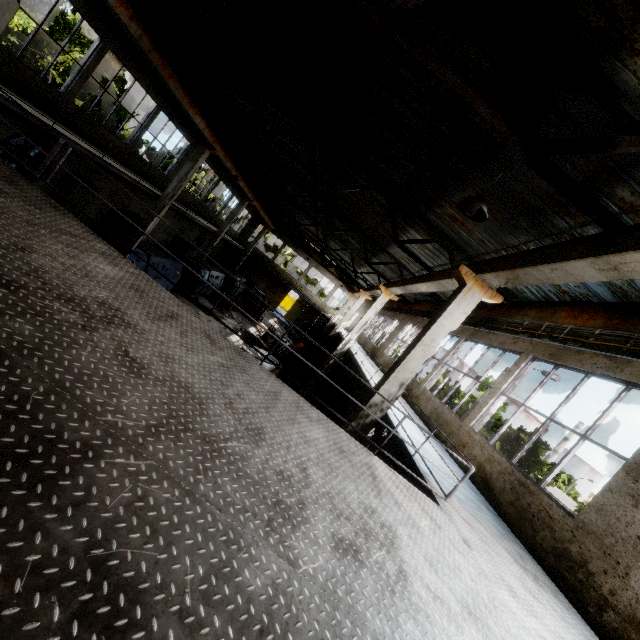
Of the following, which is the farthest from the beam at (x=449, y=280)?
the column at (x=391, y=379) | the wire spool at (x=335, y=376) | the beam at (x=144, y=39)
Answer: the beam at (x=144, y=39)

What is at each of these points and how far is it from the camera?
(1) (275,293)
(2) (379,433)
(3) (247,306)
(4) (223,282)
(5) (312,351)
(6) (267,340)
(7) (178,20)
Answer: (1) door, 39.9m
(2) fan, 13.4m
(3) forklift, 26.9m
(4) cable machine, 29.6m
(5) wire spool, 22.8m
(6) wire spool, 19.5m
(7) roof support, 10.6m

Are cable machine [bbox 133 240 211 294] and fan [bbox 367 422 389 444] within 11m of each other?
no

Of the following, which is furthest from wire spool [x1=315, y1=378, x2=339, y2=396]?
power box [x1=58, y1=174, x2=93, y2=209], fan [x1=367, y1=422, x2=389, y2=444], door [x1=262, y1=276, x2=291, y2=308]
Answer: door [x1=262, y1=276, x2=291, y2=308]

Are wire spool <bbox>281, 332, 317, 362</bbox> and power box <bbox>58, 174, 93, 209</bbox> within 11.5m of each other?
no

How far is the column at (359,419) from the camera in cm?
748

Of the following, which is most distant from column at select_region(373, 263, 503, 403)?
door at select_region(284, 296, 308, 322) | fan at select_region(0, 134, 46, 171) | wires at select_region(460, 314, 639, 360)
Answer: door at select_region(284, 296, 308, 322)

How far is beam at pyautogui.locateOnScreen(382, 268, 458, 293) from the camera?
9.1 meters
